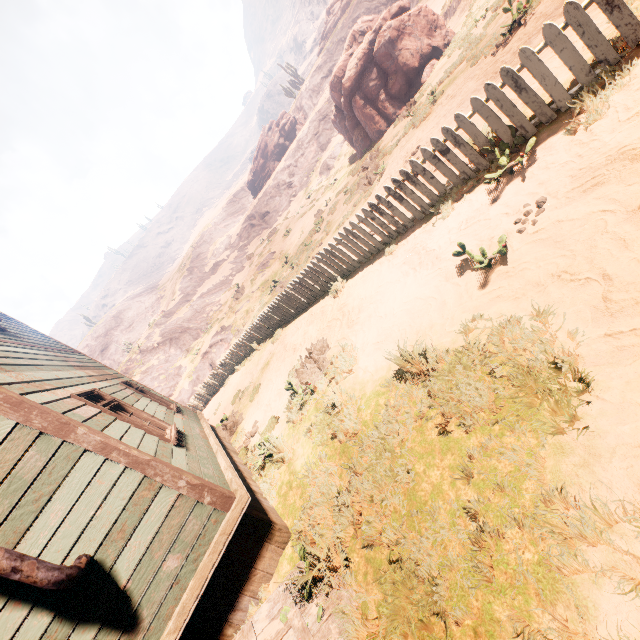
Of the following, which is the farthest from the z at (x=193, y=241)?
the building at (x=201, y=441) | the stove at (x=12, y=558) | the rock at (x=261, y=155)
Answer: the rock at (x=261, y=155)

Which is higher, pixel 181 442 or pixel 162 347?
pixel 162 347

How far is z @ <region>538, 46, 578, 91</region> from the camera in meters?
4.3

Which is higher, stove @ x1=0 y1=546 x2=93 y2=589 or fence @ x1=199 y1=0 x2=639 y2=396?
stove @ x1=0 y1=546 x2=93 y2=589

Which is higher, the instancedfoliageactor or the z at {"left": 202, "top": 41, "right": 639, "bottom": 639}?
the instancedfoliageactor

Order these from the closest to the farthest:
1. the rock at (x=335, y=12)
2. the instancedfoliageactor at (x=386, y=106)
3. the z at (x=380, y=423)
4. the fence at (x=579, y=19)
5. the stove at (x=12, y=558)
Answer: the z at (x=380, y=423)
the stove at (x=12, y=558)
the fence at (x=579, y=19)
the instancedfoliageactor at (x=386, y=106)
the rock at (x=335, y=12)

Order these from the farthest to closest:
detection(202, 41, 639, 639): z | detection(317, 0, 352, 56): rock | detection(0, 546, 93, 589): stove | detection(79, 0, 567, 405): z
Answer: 1. detection(317, 0, 352, 56): rock
2. detection(79, 0, 567, 405): z
3. detection(0, 546, 93, 589): stove
4. detection(202, 41, 639, 639): z

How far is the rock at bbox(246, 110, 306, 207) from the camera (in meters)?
46.06
